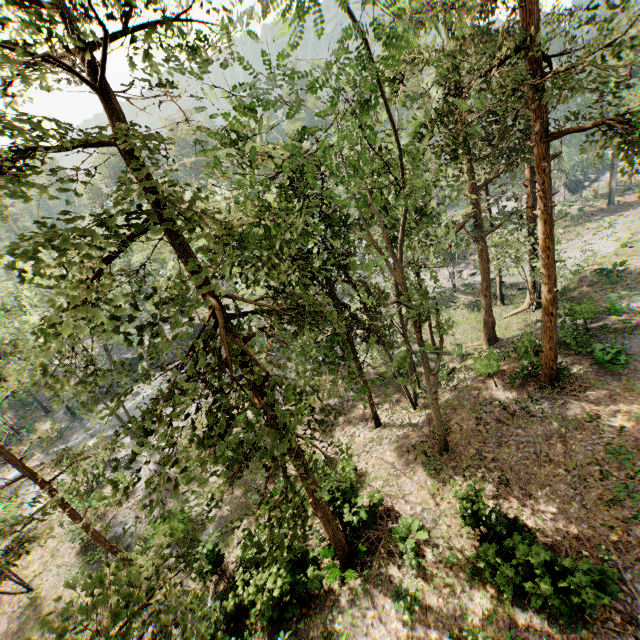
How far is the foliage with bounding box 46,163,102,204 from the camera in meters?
4.7

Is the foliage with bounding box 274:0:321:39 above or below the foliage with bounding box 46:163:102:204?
above

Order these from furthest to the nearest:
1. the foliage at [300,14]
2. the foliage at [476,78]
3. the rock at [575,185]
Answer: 1. the rock at [575,185]
2. the foliage at [476,78]
3. the foliage at [300,14]

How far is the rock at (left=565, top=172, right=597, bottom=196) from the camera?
56.41m

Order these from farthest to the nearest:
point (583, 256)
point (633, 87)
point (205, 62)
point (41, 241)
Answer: point (633, 87)
point (583, 256)
point (205, 62)
point (41, 241)

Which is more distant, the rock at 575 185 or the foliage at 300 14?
the rock at 575 185

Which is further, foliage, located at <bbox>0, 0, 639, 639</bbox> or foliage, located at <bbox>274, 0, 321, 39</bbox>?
foliage, located at <bbox>0, 0, 639, 639</bbox>
